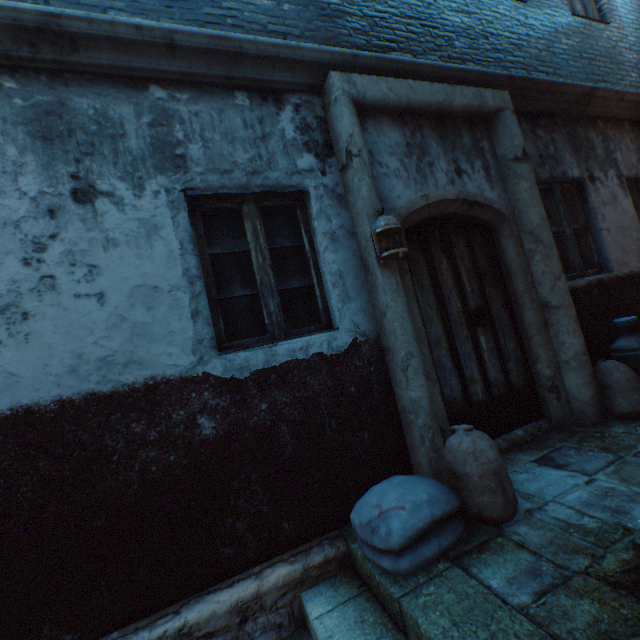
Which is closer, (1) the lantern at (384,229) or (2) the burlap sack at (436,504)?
(2) the burlap sack at (436,504)

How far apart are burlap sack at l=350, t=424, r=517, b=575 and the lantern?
1.35m

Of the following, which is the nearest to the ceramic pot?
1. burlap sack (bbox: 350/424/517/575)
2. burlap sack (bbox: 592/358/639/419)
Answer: burlap sack (bbox: 592/358/639/419)

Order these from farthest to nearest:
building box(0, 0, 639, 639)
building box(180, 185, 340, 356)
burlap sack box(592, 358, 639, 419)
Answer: burlap sack box(592, 358, 639, 419)
building box(180, 185, 340, 356)
building box(0, 0, 639, 639)

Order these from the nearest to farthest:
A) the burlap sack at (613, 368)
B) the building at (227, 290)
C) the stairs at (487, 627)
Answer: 1. the stairs at (487, 627)
2. the building at (227, 290)
3. the burlap sack at (613, 368)

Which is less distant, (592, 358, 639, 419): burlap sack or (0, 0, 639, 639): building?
(0, 0, 639, 639): building

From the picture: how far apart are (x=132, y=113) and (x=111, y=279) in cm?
133

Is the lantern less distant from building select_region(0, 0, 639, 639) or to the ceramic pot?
building select_region(0, 0, 639, 639)
